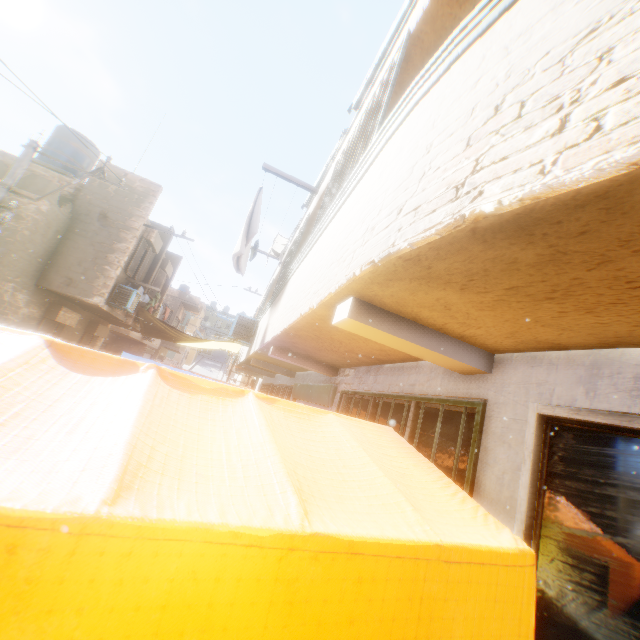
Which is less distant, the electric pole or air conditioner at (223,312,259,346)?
the electric pole

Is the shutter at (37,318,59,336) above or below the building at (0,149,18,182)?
below

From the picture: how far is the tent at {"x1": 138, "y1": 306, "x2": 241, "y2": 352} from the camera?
14.78m

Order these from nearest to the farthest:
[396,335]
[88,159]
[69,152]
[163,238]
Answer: [396,335], [69,152], [88,159], [163,238]

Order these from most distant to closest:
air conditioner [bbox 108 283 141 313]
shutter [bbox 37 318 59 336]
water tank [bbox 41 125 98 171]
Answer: water tank [bbox 41 125 98 171] < air conditioner [bbox 108 283 141 313] < shutter [bbox 37 318 59 336]

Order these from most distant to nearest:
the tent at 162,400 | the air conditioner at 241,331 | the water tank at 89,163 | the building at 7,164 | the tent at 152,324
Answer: the tent at 152,324 → the water tank at 89,163 → the air conditioner at 241,331 → the building at 7,164 → the tent at 162,400

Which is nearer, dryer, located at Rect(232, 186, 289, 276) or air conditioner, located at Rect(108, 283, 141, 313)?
dryer, located at Rect(232, 186, 289, 276)

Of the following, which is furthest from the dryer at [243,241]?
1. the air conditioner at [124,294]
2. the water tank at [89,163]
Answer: the water tank at [89,163]
